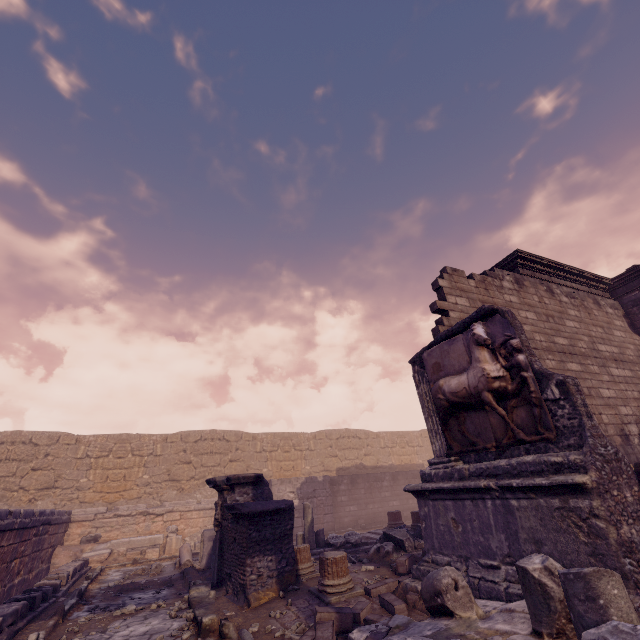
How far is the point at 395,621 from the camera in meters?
3.7

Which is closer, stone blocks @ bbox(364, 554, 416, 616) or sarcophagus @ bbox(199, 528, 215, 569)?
stone blocks @ bbox(364, 554, 416, 616)

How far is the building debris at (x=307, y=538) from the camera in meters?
9.8

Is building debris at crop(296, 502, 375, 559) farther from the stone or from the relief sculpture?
the relief sculpture

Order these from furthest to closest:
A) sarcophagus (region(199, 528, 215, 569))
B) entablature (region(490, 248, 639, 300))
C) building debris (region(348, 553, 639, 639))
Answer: entablature (region(490, 248, 639, 300))
sarcophagus (region(199, 528, 215, 569))
building debris (region(348, 553, 639, 639))

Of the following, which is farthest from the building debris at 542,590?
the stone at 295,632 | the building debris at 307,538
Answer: the building debris at 307,538

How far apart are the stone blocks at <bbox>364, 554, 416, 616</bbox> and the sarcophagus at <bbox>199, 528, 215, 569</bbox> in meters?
6.3

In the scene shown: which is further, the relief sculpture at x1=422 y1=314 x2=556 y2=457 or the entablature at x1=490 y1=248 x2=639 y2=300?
the entablature at x1=490 y1=248 x2=639 y2=300
